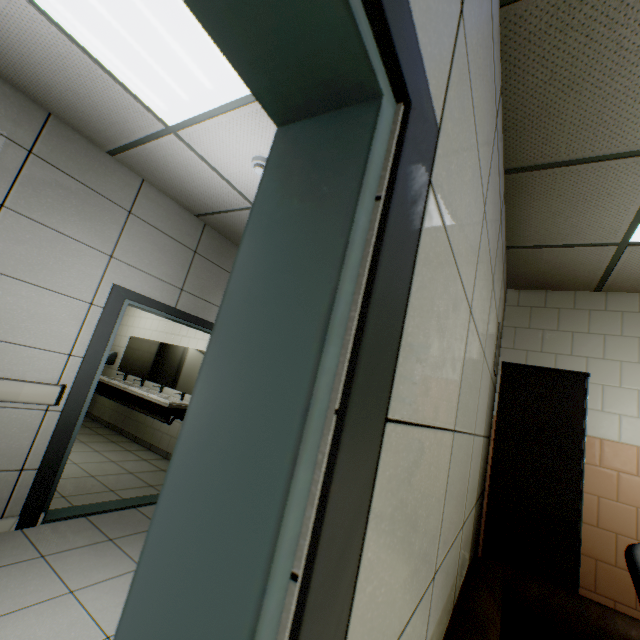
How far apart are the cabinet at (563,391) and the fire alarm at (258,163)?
2.43m

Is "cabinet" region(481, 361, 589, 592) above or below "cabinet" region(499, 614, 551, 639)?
above

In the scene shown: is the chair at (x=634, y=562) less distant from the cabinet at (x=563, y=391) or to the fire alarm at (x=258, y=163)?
the cabinet at (x=563, y=391)

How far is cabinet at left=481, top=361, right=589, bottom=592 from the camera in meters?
2.1

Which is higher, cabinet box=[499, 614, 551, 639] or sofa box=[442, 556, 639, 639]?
sofa box=[442, 556, 639, 639]

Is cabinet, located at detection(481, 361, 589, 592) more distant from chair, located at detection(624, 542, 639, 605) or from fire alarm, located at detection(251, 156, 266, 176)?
fire alarm, located at detection(251, 156, 266, 176)

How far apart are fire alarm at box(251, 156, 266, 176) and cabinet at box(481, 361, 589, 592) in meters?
2.4

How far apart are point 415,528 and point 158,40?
2.6m
